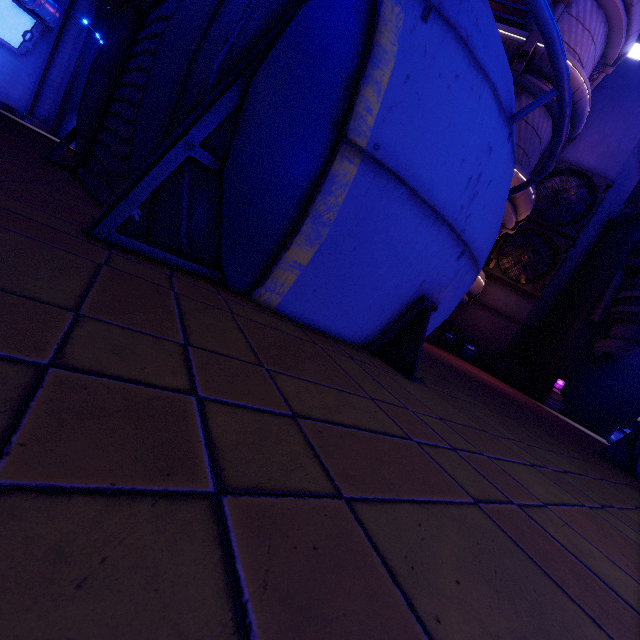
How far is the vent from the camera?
20.6 meters

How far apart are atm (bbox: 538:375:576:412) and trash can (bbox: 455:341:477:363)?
4.2m

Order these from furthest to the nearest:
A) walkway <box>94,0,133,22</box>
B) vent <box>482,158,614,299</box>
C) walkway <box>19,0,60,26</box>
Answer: walkway <box>19,0,60,26</box> → vent <box>482,158,614,299</box> → walkway <box>94,0,133,22</box>

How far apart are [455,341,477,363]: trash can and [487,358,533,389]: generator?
1.1m

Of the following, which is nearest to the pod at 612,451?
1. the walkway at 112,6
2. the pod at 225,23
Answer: the pod at 225,23

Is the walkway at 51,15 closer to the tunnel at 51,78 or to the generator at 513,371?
the tunnel at 51,78

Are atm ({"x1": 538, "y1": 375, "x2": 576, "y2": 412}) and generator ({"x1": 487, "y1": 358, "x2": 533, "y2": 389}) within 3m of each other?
yes

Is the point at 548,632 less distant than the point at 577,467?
Yes
